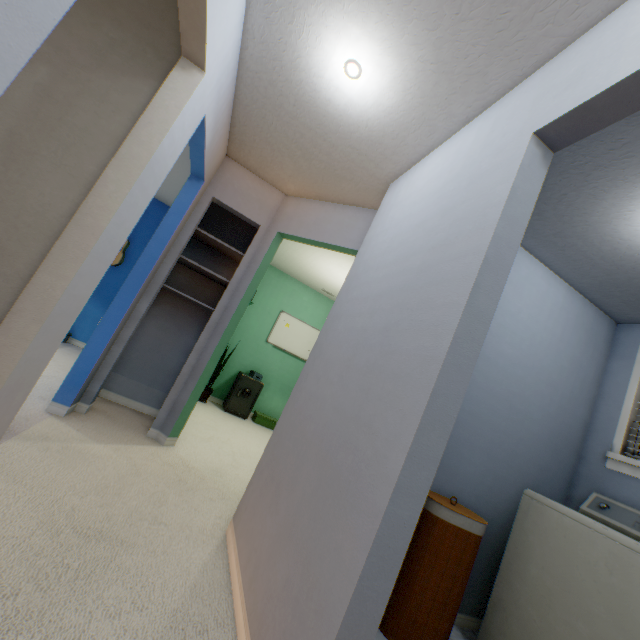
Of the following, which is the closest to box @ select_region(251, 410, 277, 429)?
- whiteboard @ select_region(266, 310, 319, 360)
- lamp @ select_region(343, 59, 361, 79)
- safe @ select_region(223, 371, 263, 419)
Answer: safe @ select_region(223, 371, 263, 419)

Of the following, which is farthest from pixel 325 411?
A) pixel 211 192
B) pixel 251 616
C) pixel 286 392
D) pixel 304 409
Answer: pixel 286 392

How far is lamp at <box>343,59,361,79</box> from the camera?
1.6m

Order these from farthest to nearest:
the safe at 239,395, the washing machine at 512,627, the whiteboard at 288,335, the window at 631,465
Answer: the whiteboard at 288,335 < the safe at 239,395 < the window at 631,465 < the washing machine at 512,627

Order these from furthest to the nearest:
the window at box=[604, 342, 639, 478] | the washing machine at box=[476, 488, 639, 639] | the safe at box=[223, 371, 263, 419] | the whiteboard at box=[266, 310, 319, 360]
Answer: the whiteboard at box=[266, 310, 319, 360]
the safe at box=[223, 371, 263, 419]
the window at box=[604, 342, 639, 478]
the washing machine at box=[476, 488, 639, 639]

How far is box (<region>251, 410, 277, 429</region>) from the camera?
5.2 meters

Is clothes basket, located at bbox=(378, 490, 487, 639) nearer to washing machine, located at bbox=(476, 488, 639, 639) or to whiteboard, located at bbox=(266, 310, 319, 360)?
washing machine, located at bbox=(476, 488, 639, 639)

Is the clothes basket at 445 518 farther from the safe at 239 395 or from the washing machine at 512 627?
the safe at 239 395
